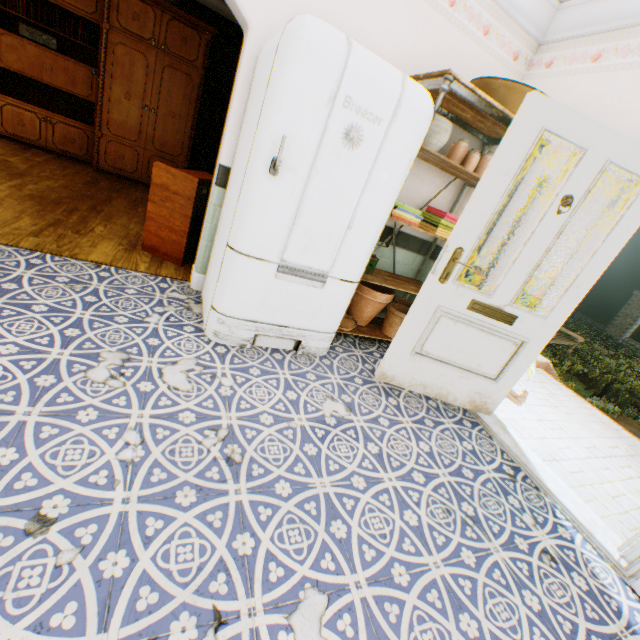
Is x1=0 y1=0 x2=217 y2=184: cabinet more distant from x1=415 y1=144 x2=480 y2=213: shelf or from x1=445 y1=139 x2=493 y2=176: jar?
x1=445 y1=139 x2=493 y2=176: jar

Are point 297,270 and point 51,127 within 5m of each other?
no

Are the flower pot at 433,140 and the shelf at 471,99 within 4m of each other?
yes

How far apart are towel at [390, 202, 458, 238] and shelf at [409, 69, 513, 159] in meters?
0.1 m

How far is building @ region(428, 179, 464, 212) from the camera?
3.3m

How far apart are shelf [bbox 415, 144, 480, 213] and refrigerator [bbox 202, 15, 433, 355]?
0.07m

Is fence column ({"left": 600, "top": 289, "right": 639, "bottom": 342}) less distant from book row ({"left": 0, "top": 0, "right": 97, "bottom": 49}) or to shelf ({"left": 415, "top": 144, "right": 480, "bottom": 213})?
shelf ({"left": 415, "top": 144, "right": 480, "bottom": 213})

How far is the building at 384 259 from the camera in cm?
341
